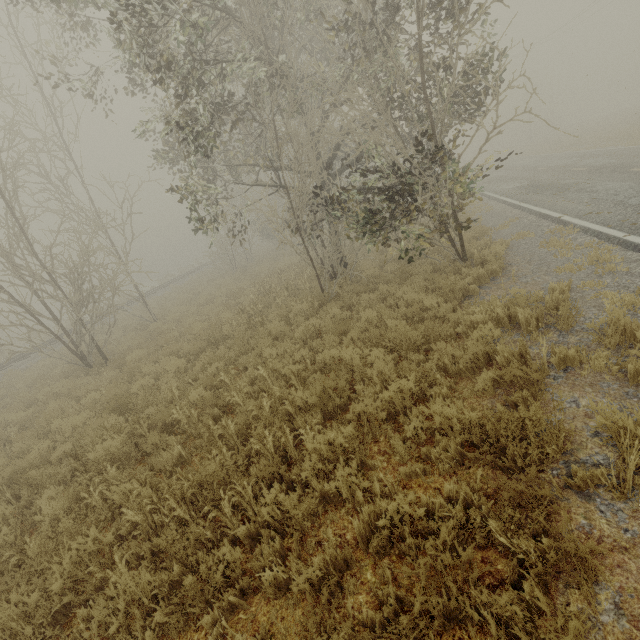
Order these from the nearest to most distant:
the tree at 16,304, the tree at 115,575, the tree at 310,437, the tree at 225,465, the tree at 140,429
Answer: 1. the tree at 115,575
2. the tree at 225,465
3. the tree at 310,437
4. the tree at 140,429
5. the tree at 16,304

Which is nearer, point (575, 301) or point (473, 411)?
point (473, 411)

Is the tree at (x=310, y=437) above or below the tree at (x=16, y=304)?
below

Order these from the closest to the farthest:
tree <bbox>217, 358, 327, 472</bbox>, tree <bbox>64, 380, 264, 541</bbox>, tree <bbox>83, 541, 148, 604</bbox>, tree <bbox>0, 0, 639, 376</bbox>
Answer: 1. tree <bbox>83, 541, 148, 604</bbox>
2. tree <bbox>64, 380, 264, 541</bbox>
3. tree <bbox>217, 358, 327, 472</bbox>
4. tree <bbox>0, 0, 639, 376</bbox>

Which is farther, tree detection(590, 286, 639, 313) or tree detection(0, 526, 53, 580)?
tree detection(590, 286, 639, 313)
